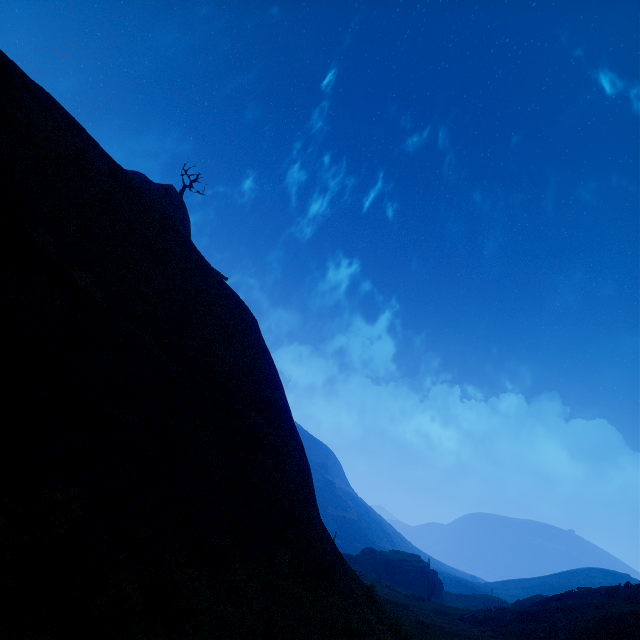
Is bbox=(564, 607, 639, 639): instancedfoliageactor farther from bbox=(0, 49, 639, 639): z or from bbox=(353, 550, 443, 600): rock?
bbox=(353, 550, 443, 600): rock

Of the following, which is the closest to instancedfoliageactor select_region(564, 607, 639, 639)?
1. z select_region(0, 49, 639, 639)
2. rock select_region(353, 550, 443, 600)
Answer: z select_region(0, 49, 639, 639)

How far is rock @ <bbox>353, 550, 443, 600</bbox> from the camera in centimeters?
5181cm

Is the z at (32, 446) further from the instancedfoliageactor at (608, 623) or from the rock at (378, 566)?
the rock at (378, 566)

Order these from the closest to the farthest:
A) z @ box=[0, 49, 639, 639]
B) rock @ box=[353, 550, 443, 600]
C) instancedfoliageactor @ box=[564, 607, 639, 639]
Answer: z @ box=[0, 49, 639, 639]
instancedfoliageactor @ box=[564, 607, 639, 639]
rock @ box=[353, 550, 443, 600]

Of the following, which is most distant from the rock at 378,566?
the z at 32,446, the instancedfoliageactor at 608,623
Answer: the instancedfoliageactor at 608,623

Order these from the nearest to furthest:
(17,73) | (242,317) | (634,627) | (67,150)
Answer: (17,73)
(67,150)
(634,627)
(242,317)
